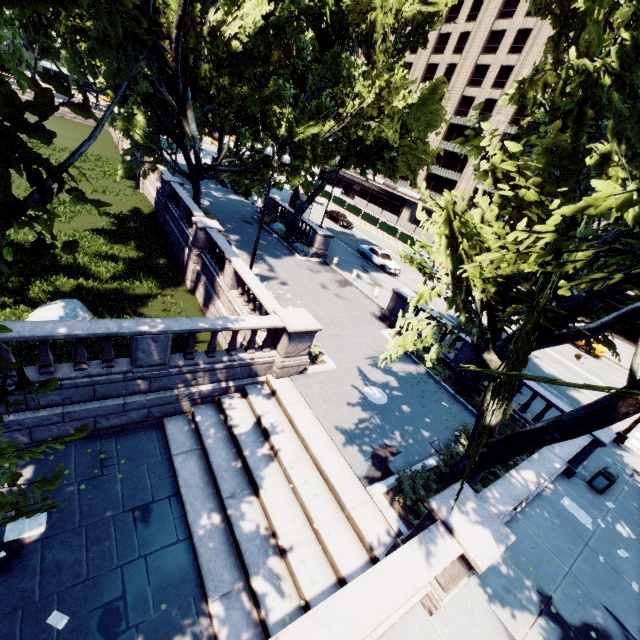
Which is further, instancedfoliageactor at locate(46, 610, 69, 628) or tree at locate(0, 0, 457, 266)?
instancedfoliageactor at locate(46, 610, 69, 628)

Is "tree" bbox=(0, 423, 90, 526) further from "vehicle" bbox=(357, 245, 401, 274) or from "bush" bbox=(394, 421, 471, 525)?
"vehicle" bbox=(357, 245, 401, 274)

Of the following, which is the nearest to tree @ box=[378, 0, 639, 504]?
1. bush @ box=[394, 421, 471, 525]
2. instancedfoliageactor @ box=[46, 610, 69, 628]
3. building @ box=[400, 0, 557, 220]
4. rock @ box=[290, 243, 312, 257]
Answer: bush @ box=[394, 421, 471, 525]

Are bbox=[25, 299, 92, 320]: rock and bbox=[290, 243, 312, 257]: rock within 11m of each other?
no

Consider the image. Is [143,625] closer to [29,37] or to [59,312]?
[59,312]

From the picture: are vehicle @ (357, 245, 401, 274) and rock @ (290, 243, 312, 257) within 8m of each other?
yes

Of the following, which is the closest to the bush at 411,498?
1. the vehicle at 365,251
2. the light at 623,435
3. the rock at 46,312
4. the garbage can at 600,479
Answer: the garbage can at 600,479

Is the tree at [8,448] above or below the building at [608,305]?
above
